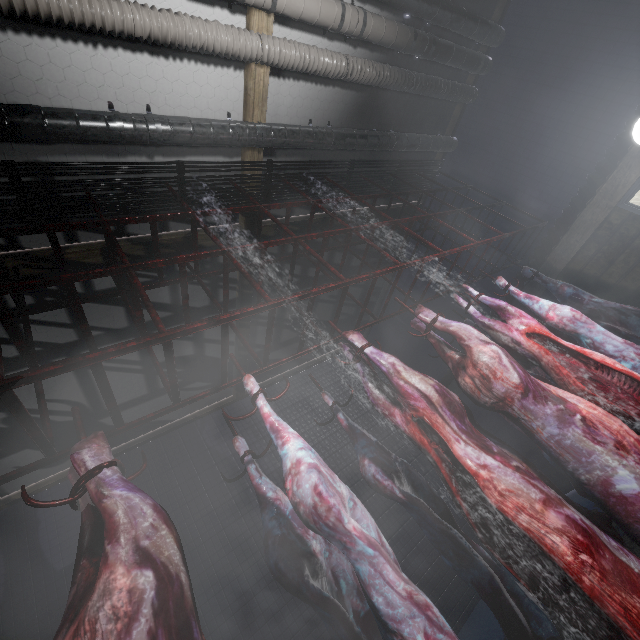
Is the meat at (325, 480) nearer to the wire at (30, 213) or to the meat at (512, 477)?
the meat at (512, 477)

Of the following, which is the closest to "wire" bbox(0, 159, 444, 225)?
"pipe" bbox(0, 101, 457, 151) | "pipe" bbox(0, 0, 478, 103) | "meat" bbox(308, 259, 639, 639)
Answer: "pipe" bbox(0, 101, 457, 151)

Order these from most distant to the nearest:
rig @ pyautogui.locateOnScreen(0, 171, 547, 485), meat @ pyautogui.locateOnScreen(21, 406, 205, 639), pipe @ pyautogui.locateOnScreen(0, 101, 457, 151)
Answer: pipe @ pyautogui.locateOnScreen(0, 101, 457, 151) < rig @ pyautogui.locateOnScreen(0, 171, 547, 485) < meat @ pyautogui.locateOnScreen(21, 406, 205, 639)

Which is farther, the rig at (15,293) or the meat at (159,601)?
the rig at (15,293)

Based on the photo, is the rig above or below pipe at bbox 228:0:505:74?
below

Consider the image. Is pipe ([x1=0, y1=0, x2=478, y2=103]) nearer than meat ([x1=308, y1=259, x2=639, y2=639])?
No

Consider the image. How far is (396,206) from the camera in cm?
488

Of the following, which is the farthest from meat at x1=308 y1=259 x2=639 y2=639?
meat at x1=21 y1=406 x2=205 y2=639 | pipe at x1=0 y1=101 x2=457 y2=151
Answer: pipe at x1=0 y1=101 x2=457 y2=151
